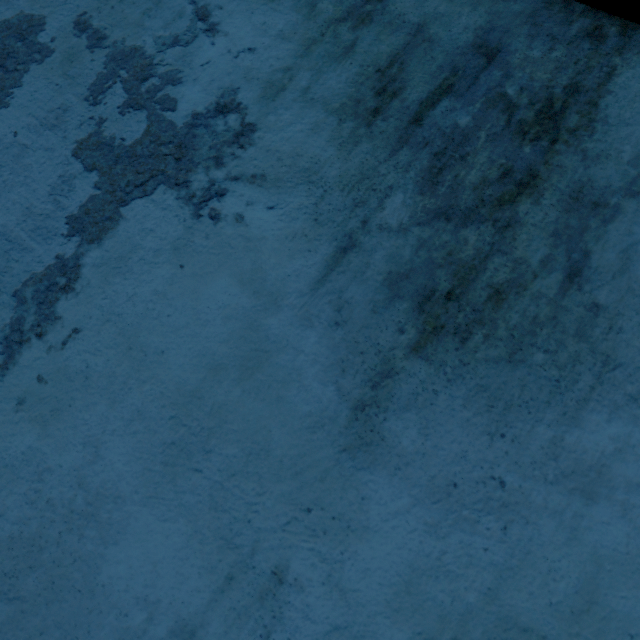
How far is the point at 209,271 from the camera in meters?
0.5
